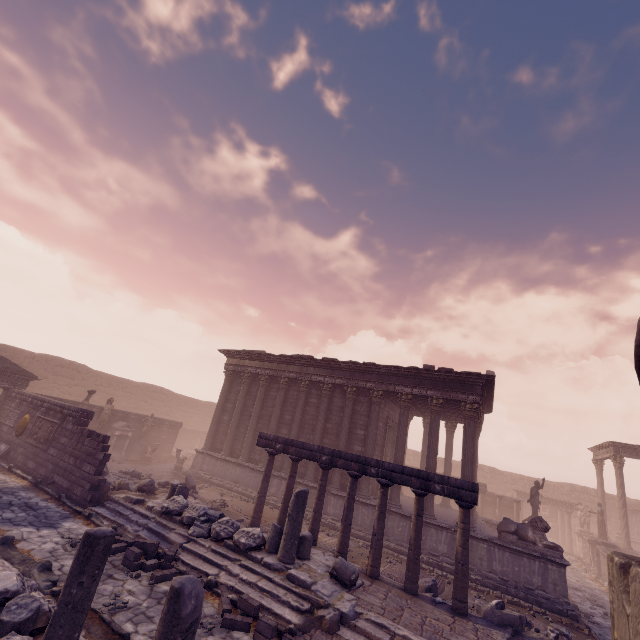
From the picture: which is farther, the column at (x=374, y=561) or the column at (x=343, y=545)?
the column at (x=343, y=545)

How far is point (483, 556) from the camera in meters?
11.8 m

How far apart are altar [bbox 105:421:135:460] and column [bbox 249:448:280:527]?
12.29m

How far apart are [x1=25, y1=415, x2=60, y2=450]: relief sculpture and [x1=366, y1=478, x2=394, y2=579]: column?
12.4m

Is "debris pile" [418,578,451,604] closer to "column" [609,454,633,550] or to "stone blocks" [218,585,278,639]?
"stone blocks" [218,585,278,639]

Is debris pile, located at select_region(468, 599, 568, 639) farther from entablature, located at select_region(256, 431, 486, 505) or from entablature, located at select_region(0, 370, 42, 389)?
entablature, located at select_region(0, 370, 42, 389)

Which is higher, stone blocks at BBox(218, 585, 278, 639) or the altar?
the altar

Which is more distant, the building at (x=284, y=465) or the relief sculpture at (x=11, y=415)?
the building at (x=284, y=465)
